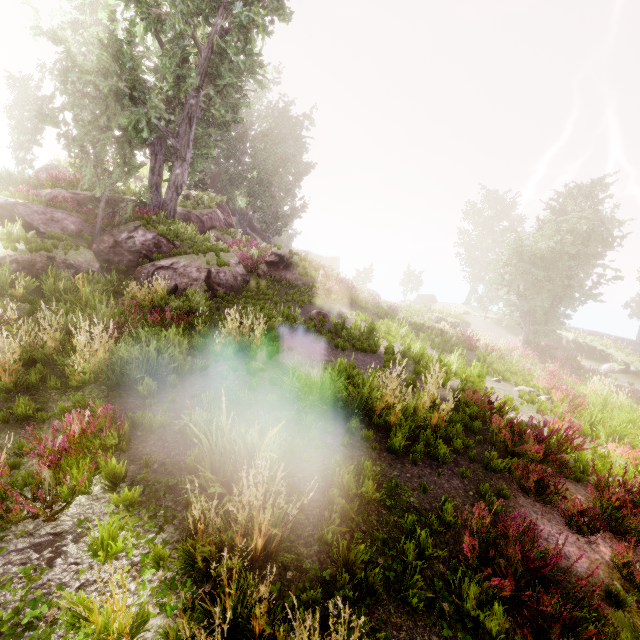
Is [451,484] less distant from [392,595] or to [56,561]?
[392,595]

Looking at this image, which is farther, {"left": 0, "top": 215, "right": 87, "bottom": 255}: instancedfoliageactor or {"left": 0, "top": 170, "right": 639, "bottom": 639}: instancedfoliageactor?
{"left": 0, "top": 215, "right": 87, "bottom": 255}: instancedfoliageactor

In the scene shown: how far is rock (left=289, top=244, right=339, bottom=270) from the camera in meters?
53.8 m

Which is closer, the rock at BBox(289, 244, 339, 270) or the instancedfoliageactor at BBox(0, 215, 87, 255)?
the instancedfoliageactor at BBox(0, 215, 87, 255)

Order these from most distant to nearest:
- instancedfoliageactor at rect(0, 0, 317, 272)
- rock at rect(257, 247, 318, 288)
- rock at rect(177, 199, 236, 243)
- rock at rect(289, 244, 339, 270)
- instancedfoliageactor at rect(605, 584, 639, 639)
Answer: rock at rect(289, 244, 339, 270) < rock at rect(177, 199, 236, 243) < rock at rect(257, 247, 318, 288) < instancedfoliageactor at rect(0, 0, 317, 272) < instancedfoliageactor at rect(605, 584, 639, 639)

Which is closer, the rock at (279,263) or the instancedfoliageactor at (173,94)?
the instancedfoliageactor at (173,94)

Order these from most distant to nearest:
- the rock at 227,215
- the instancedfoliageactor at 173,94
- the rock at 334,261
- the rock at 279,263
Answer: the rock at 334,261
the rock at 227,215
the rock at 279,263
the instancedfoliageactor at 173,94
